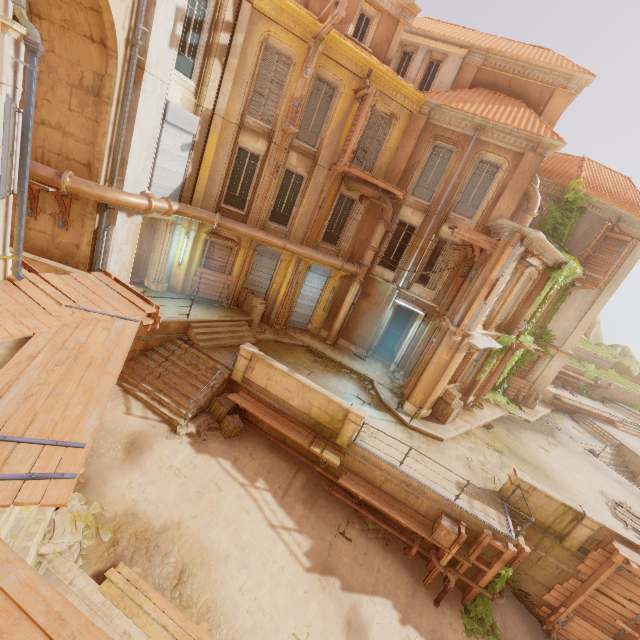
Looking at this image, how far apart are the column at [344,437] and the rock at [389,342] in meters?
15.7 m

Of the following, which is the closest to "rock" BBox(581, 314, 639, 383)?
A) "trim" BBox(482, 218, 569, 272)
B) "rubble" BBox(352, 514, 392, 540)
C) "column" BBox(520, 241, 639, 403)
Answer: "column" BBox(520, 241, 639, 403)

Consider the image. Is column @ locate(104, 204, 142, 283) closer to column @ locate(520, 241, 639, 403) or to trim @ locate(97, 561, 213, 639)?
trim @ locate(97, 561, 213, 639)

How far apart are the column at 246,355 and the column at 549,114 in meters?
17.1

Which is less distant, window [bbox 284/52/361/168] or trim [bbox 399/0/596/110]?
window [bbox 284/52/361/168]

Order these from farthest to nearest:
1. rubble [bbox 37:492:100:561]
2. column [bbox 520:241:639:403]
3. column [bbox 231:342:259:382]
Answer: column [bbox 520:241:639:403] → column [bbox 231:342:259:382] → rubble [bbox 37:492:100:561]

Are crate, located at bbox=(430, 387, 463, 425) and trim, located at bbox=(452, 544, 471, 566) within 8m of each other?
yes

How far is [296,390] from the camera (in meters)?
11.96
